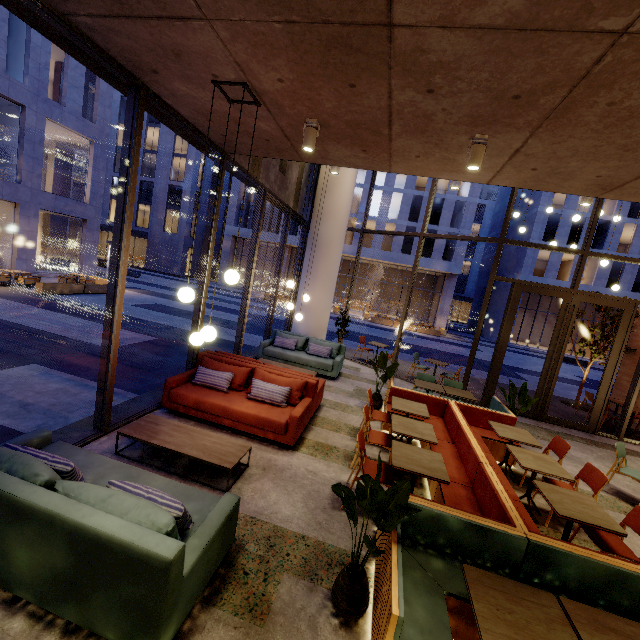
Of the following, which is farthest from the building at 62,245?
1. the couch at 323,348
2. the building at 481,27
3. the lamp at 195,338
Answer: the lamp at 195,338

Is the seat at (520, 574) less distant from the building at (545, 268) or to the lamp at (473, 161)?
the lamp at (473, 161)

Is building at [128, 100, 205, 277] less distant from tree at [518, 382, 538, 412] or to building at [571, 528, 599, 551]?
building at [571, 528, 599, 551]

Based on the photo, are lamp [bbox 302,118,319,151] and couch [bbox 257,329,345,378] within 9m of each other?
yes

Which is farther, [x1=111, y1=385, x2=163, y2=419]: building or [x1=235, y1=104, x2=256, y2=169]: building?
[x1=111, y1=385, x2=163, y2=419]: building

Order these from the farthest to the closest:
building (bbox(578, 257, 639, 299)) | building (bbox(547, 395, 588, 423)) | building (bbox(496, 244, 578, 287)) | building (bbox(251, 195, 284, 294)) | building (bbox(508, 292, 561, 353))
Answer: building (bbox(251, 195, 284, 294)) → building (bbox(508, 292, 561, 353)) → building (bbox(496, 244, 578, 287)) → building (bbox(578, 257, 639, 299)) → building (bbox(547, 395, 588, 423))

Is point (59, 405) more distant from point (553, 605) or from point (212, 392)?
point (553, 605)

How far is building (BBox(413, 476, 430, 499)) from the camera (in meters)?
4.49
